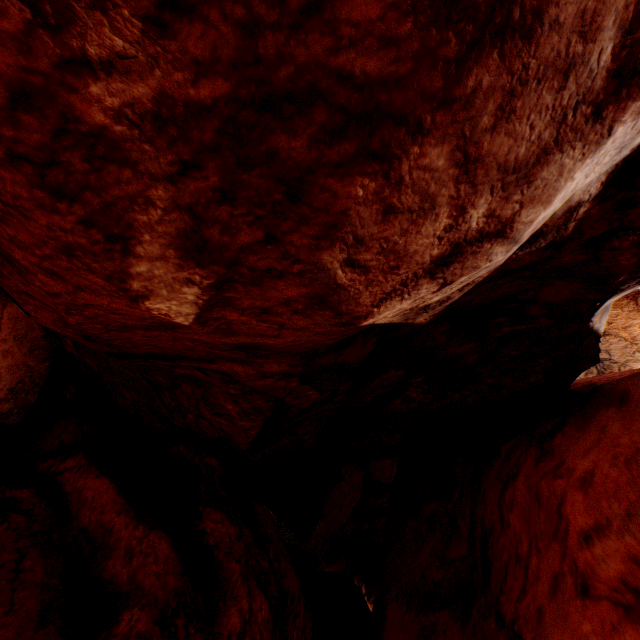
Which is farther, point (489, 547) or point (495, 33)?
point (489, 547)
